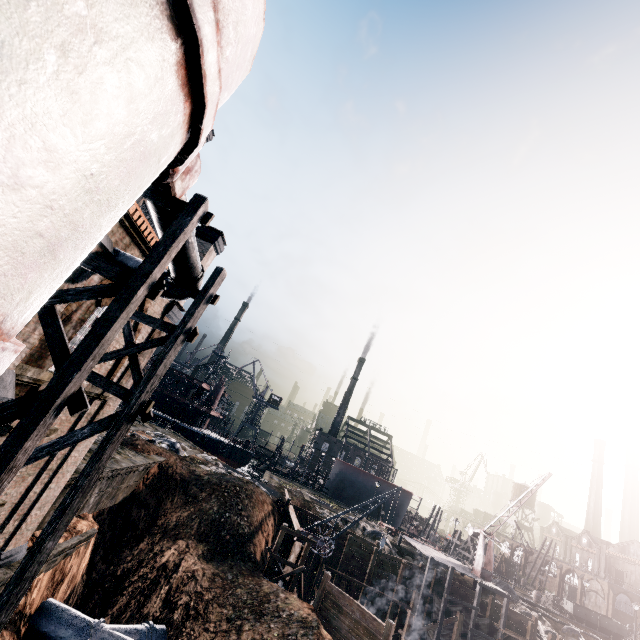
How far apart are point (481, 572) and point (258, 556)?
26.32m

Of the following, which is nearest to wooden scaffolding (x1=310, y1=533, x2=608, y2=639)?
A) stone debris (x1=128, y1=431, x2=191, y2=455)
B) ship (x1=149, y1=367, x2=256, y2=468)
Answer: stone debris (x1=128, y1=431, x2=191, y2=455)

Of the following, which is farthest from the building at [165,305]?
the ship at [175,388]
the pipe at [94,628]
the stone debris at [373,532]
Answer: the ship at [175,388]

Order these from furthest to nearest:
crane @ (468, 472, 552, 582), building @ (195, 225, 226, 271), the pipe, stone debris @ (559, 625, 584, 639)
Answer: stone debris @ (559, 625, 584, 639)
crane @ (468, 472, 552, 582)
building @ (195, 225, 226, 271)
the pipe

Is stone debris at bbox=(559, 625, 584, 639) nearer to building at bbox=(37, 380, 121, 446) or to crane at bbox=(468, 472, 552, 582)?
crane at bbox=(468, 472, 552, 582)

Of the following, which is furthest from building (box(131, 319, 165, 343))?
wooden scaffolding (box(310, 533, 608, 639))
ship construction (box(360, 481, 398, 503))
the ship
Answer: ship construction (box(360, 481, 398, 503))

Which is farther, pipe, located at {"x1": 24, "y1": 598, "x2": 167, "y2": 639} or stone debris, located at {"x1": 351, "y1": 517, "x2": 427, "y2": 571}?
stone debris, located at {"x1": 351, "y1": 517, "x2": 427, "y2": 571}

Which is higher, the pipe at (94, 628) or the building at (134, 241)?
the building at (134, 241)
